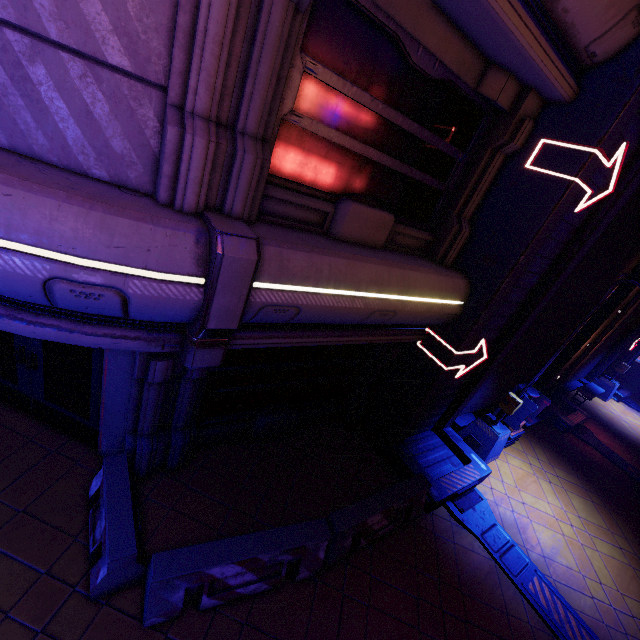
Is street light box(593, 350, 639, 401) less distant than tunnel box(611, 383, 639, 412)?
Yes

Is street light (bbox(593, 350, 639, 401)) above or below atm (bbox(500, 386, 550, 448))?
below

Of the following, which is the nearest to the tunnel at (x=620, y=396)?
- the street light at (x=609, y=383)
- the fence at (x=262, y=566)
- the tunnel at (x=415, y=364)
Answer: the street light at (x=609, y=383)

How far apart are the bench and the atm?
7.2m

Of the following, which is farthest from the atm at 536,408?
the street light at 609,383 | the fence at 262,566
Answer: the street light at 609,383

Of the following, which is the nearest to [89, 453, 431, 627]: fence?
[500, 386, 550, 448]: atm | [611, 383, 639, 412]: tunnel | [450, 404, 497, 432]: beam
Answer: [450, 404, 497, 432]: beam

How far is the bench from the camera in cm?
1474

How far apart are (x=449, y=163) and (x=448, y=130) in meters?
0.6
